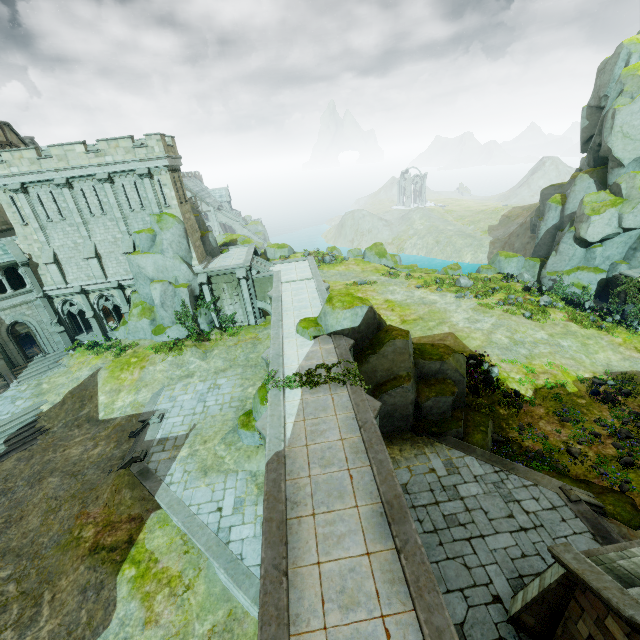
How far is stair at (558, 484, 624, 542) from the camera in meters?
13.2

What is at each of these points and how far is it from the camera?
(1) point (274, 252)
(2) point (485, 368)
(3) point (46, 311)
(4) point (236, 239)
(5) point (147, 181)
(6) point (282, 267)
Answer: (1) rock, 49.4m
(2) plant, 21.6m
(3) stone column, 28.5m
(4) rock, 53.0m
(5) stone column, 25.8m
(6) bridge arch, 32.2m

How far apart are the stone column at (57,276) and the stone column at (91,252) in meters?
2.2

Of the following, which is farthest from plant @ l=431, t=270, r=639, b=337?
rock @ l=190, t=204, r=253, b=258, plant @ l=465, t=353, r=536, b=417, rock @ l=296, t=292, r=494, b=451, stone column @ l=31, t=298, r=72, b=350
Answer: stone column @ l=31, t=298, r=72, b=350

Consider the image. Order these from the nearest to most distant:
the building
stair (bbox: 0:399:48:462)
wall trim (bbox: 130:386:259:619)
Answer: the building, wall trim (bbox: 130:386:259:619), stair (bbox: 0:399:48:462)

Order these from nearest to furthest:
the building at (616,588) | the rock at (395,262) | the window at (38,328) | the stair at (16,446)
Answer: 1. the building at (616,588)
2. the stair at (16,446)
3. the window at (38,328)
4. the rock at (395,262)

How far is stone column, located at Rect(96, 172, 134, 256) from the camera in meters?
25.2 m

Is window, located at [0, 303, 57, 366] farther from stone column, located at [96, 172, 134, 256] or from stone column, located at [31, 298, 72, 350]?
stone column, located at [96, 172, 134, 256]
